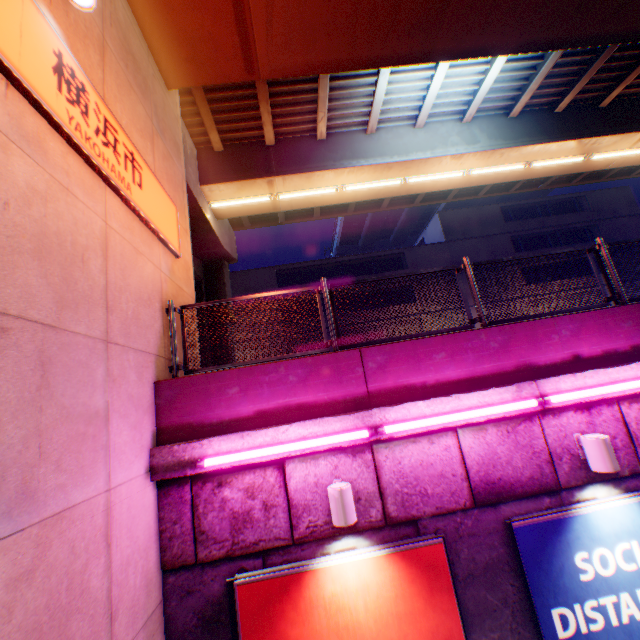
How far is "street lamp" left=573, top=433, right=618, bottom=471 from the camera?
4.00m

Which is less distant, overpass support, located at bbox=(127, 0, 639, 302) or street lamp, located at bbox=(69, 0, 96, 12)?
street lamp, located at bbox=(69, 0, 96, 12)

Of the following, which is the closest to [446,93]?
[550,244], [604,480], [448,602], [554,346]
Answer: [554,346]

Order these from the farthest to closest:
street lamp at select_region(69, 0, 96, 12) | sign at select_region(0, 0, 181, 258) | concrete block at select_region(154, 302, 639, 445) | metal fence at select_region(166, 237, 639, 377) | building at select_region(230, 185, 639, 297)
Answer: building at select_region(230, 185, 639, 297) < metal fence at select_region(166, 237, 639, 377) < concrete block at select_region(154, 302, 639, 445) < street lamp at select_region(69, 0, 96, 12) < sign at select_region(0, 0, 181, 258)

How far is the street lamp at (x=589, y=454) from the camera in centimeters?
400cm

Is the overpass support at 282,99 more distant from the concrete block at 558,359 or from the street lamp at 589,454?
the street lamp at 589,454

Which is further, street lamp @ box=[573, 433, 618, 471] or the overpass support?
the overpass support

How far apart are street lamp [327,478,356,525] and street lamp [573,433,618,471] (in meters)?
3.11
